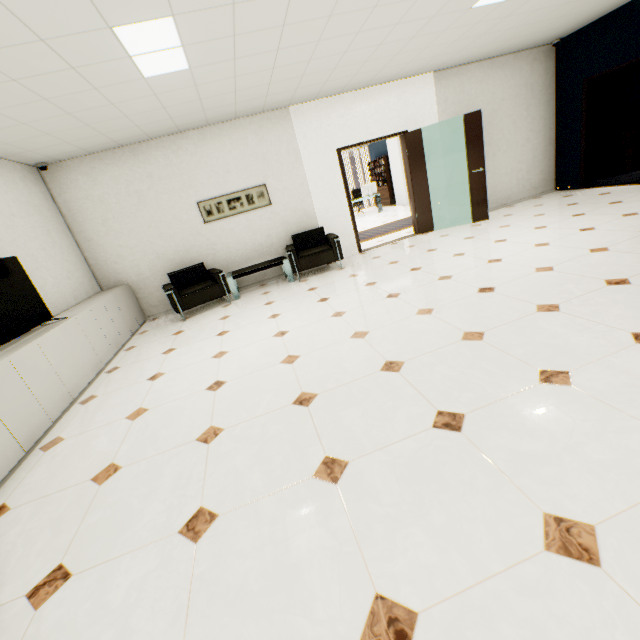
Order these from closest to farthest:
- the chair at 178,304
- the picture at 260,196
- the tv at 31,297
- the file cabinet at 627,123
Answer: the tv at 31,297, the chair at 178,304, the picture at 260,196, the file cabinet at 627,123

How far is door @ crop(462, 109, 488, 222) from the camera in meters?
6.1

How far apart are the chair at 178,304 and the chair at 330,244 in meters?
1.2 m

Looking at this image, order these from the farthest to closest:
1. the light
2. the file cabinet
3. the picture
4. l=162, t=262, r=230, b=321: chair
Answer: the file cabinet < the picture < l=162, t=262, r=230, b=321: chair < the light

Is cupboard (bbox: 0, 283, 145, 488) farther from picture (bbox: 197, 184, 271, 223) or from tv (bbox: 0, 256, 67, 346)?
picture (bbox: 197, 184, 271, 223)

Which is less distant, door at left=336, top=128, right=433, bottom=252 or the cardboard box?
door at left=336, top=128, right=433, bottom=252

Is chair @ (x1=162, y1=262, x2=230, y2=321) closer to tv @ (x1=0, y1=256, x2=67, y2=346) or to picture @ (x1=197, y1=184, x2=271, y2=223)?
picture @ (x1=197, y1=184, x2=271, y2=223)

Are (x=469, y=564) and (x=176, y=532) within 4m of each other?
yes
